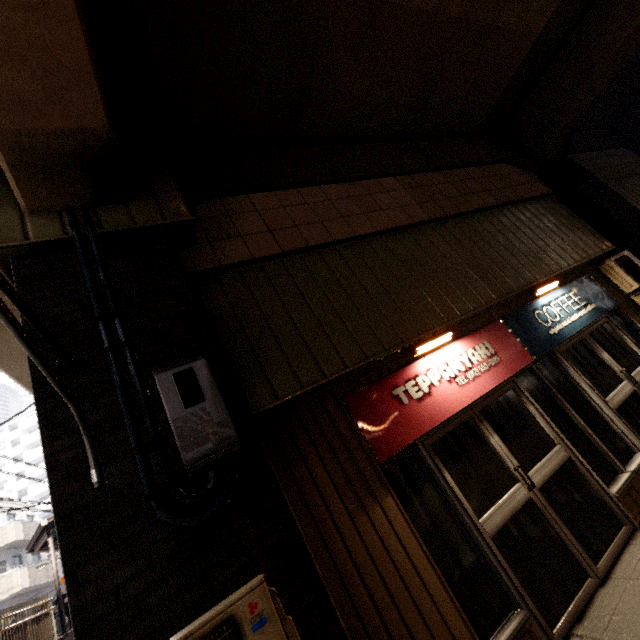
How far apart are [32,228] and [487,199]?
7.22m

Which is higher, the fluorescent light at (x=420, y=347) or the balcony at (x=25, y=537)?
the balcony at (x=25, y=537)

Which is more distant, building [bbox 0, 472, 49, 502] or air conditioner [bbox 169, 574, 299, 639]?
building [bbox 0, 472, 49, 502]

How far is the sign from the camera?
3.5m

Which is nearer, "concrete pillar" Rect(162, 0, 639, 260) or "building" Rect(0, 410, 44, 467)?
"concrete pillar" Rect(162, 0, 639, 260)

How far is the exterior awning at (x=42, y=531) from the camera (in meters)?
9.88

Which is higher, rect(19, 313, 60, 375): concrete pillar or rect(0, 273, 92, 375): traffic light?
rect(19, 313, 60, 375): concrete pillar

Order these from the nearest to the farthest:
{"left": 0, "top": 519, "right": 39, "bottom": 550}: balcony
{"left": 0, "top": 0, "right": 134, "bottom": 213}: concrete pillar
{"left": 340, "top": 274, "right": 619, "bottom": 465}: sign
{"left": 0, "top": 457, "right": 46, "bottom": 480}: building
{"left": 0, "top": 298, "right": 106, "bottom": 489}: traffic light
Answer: {"left": 0, "top": 298, "right": 106, "bottom": 489}: traffic light, {"left": 0, "top": 0, "right": 134, "bottom": 213}: concrete pillar, {"left": 340, "top": 274, "right": 619, "bottom": 465}: sign, {"left": 0, "top": 519, "right": 39, "bottom": 550}: balcony, {"left": 0, "top": 457, "right": 46, "bottom": 480}: building
